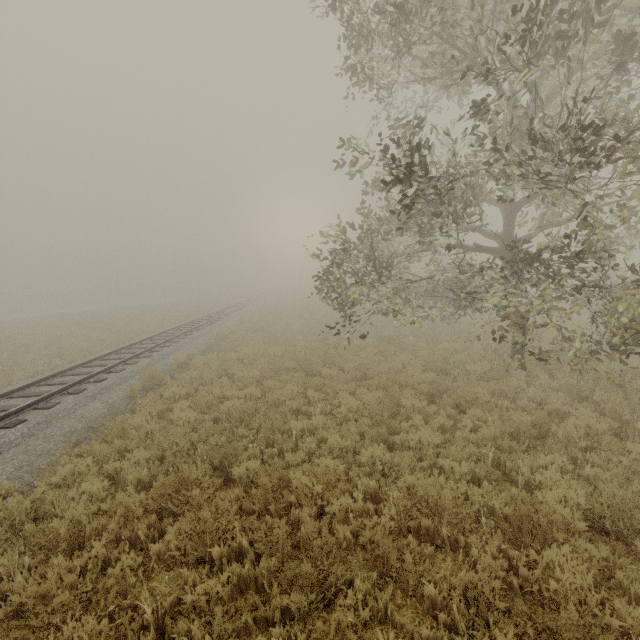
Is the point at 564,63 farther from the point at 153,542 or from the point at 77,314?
the point at 77,314
